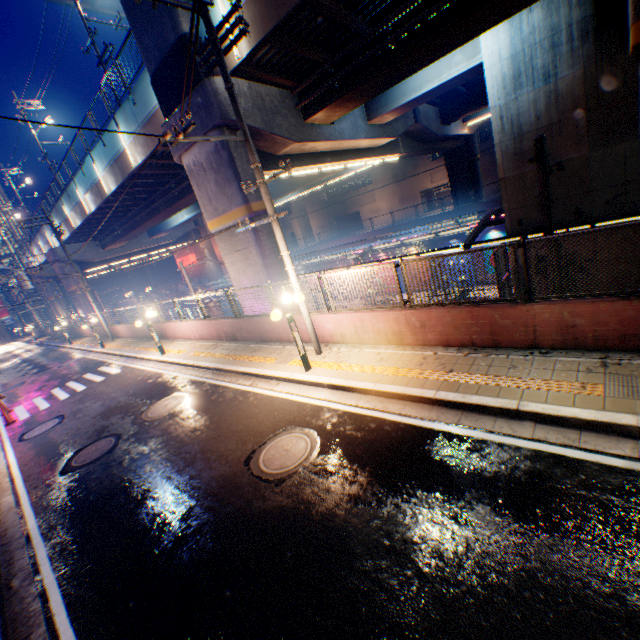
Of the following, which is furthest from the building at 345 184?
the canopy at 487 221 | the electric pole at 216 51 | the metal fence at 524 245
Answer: the electric pole at 216 51

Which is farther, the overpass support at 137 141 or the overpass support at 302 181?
the overpass support at 302 181

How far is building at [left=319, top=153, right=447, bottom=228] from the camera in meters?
47.2

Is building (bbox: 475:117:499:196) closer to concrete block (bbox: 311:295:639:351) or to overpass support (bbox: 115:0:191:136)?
overpass support (bbox: 115:0:191:136)

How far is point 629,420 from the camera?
4.3 meters

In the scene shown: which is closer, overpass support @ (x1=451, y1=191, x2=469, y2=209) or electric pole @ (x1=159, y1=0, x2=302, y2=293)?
electric pole @ (x1=159, y1=0, x2=302, y2=293)

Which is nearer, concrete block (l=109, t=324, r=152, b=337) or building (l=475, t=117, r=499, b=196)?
concrete block (l=109, t=324, r=152, b=337)

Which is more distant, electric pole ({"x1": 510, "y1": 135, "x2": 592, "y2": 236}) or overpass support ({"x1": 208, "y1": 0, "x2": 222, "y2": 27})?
overpass support ({"x1": 208, "y1": 0, "x2": 222, "y2": 27})
